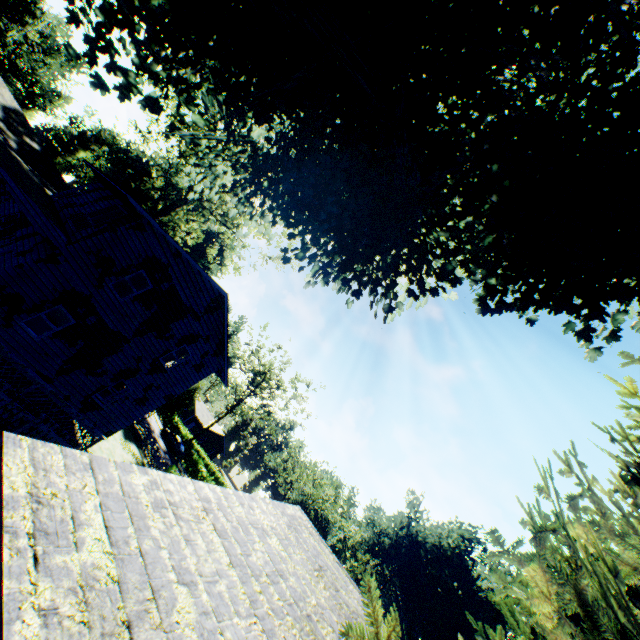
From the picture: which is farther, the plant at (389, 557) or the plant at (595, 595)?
the plant at (389, 557)

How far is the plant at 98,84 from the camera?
12.4 meters

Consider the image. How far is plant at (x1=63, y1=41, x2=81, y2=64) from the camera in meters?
11.7 m

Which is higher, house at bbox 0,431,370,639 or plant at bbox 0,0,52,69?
plant at bbox 0,0,52,69

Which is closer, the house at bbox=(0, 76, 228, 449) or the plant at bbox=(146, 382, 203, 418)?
the house at bbox=(0, 76, 228, 449)

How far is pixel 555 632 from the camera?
4.13m

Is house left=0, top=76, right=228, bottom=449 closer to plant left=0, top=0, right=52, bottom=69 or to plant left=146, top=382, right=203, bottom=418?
plant left=146, top=382, right=203, bottom=418

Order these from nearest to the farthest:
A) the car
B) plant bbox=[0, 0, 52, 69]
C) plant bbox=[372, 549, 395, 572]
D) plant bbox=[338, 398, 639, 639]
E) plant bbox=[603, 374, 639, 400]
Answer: plant bbox=[338, 398, 639, 639], plant bbox=[603, 374, 639, 400], the car, plant bbox=[0, 0, 52, 69], plant bbox=[372, 549, 395, 572]
